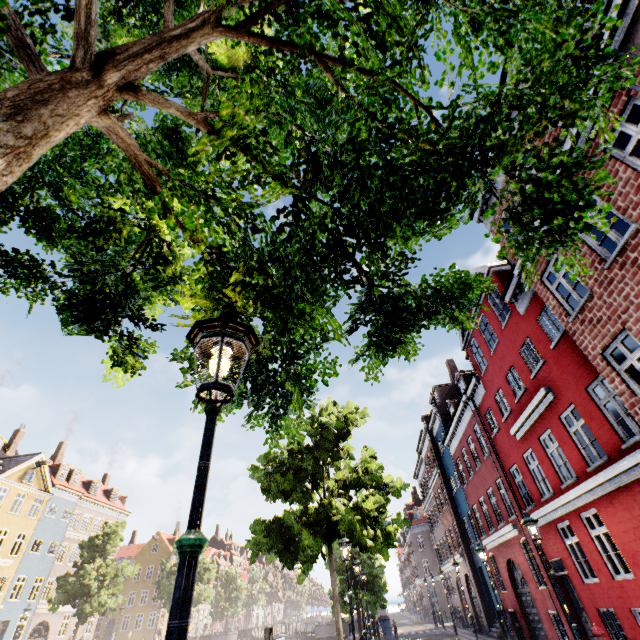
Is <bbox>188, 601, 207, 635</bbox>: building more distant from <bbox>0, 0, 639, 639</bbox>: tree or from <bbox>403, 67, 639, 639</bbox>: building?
<bbox>403, 67, 639, 639</bbox>: building

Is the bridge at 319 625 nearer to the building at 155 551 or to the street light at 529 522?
the building at 155 551

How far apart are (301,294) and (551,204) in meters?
1.9

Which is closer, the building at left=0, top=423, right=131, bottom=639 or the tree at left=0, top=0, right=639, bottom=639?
the tree at left=0, top=0, right=639, bottom=639

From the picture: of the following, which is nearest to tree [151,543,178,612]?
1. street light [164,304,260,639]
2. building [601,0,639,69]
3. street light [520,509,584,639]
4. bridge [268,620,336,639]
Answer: street light [164,304,260,639]

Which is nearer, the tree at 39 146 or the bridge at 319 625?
the tree at 39 146

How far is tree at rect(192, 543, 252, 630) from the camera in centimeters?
3866cm

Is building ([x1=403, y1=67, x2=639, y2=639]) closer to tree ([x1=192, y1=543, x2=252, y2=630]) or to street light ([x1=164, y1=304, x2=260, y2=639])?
tree ([x1=192, y1=543, x2=252, y2=630])
